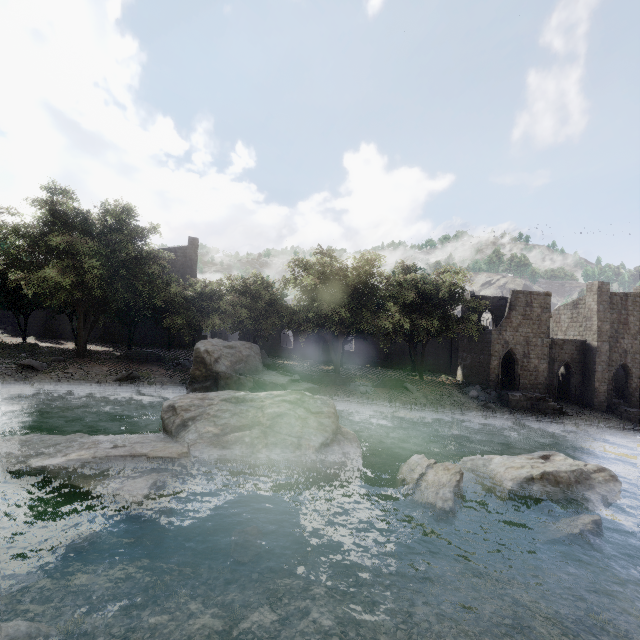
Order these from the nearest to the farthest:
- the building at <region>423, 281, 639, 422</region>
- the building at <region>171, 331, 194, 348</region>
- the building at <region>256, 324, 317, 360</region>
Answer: the building at <region>423, 281, 639, 422</region>
the building at <region>171, 331, 194, 348</region>
the building at <region>256, 324, 317, 360</region>

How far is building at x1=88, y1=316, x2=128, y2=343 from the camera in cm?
3594

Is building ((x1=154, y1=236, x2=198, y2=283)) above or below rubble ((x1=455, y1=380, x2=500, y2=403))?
above

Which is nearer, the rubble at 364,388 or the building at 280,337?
the rubble at 364,388

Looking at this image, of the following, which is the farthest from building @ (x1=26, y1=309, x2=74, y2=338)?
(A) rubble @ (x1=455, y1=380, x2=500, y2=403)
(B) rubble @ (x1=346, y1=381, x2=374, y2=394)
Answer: (B) rubble @ (x1=346, y1=381, x2=374, y2=394)

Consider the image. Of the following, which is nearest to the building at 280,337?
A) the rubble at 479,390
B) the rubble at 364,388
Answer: the rubble at 479,390

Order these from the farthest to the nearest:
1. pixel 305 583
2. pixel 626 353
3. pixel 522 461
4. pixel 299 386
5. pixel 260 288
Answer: pixel 626 353 < pixel 260 288 < pixel 299 386 < pixel 522 461 < pixel 305 583
